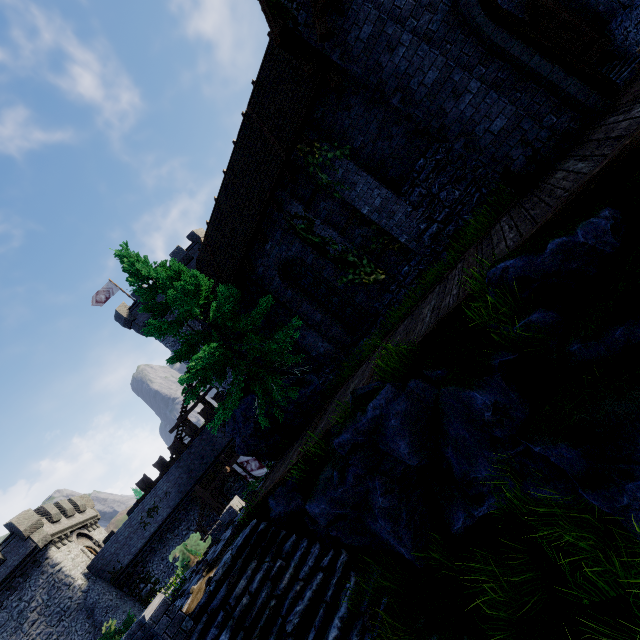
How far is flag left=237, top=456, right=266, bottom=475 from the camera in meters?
26.0 m

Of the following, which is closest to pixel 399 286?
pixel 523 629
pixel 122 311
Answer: pixel 523 629

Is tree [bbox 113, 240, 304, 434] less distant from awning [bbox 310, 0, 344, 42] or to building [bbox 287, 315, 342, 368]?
building [bbox 287, 315, 342, 368]

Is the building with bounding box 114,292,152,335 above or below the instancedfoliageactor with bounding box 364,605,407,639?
above

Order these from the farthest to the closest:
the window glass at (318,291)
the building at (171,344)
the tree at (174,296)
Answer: the building at (171,344) → the window glass at (318,291) → the tree at (174,296)

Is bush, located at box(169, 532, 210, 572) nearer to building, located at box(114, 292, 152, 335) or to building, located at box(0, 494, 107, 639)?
building, located at box(114, 292, 152, 335)

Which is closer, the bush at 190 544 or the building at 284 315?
the building at 284 315

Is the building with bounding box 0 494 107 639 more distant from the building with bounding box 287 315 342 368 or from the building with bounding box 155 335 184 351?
the building with bounding box 287 315 342 368
